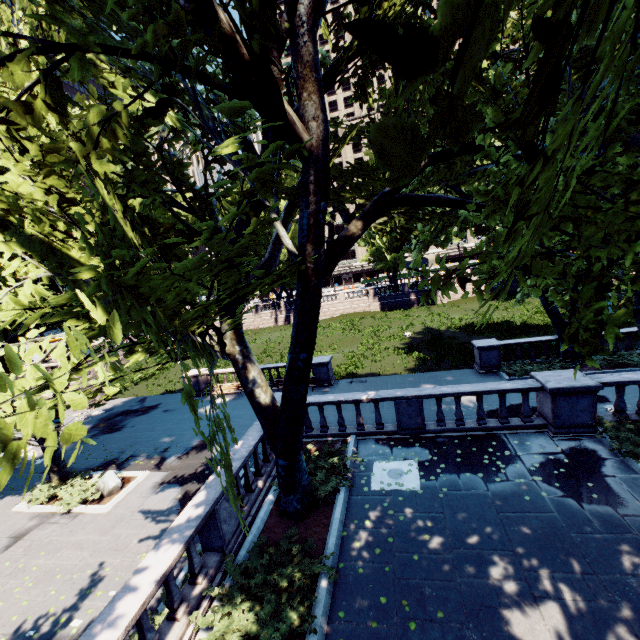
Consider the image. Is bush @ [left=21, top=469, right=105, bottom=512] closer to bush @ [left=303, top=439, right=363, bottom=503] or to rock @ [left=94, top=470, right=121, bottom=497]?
rock @ [left=94, top=470, right=121, bottom=497]

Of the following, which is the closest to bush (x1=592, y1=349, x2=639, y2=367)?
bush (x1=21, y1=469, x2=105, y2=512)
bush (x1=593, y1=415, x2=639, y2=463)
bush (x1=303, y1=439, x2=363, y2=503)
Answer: bush (x1=593, y1=415, x2=639, y2=463)

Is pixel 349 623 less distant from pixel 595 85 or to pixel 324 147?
pixel 595 85

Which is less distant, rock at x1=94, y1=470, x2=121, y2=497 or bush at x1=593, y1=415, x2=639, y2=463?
bush at x1=593, y1=415, x2=639, y2=463

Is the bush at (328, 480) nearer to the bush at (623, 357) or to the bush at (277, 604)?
the bush at (277, 604)

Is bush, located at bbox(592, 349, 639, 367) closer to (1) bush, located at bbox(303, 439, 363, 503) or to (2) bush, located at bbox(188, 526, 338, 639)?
(1) bush, located at bbox(303, 439, 363, 503)

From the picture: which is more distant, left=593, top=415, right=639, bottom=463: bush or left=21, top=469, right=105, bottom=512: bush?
left=21, top=469, right=105, bottom=512: bush

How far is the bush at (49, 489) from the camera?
13.1 meters
